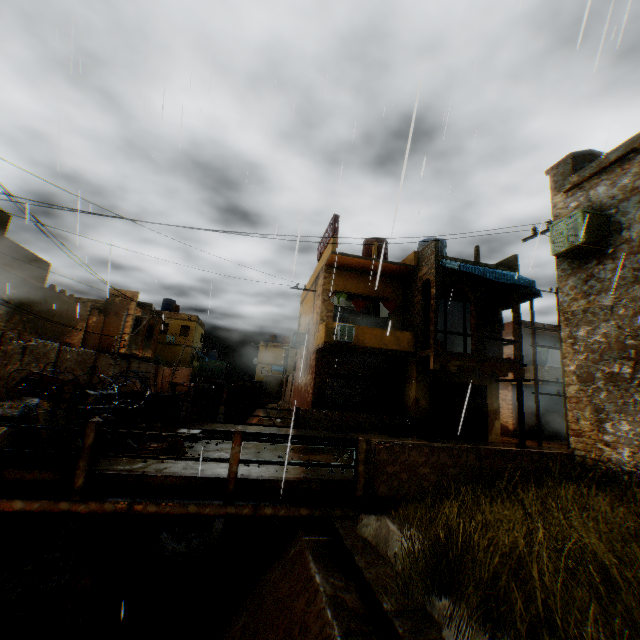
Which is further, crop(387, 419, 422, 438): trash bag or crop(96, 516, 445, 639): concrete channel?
crop(387, 419, 422, 438): trash bag

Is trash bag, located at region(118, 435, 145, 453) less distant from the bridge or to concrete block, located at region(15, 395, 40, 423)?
concrete block, located at region(15, 395, 40, 423)

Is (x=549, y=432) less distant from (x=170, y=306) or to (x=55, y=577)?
(x=55, y=577)

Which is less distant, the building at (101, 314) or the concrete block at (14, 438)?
the concrete block at (14, 438)

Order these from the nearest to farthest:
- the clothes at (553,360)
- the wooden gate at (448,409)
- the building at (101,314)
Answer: the building at (101,314), the wooden gate at (448,409), the clothes at (553,360)

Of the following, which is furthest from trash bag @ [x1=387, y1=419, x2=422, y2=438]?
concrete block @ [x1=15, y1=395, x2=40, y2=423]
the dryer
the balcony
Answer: the balcony

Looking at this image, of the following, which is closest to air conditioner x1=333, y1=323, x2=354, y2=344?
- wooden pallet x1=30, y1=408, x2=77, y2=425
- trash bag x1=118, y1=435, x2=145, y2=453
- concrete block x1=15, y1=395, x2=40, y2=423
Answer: concrete block x1=15, y1=395, x2=40, y2=423

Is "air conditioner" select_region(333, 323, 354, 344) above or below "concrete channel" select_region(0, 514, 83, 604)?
above
